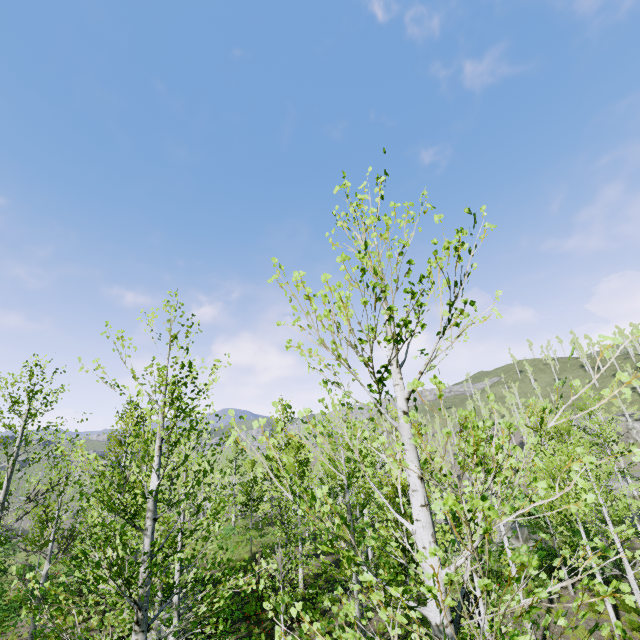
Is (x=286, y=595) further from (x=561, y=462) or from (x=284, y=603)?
(x=561, y=462)
